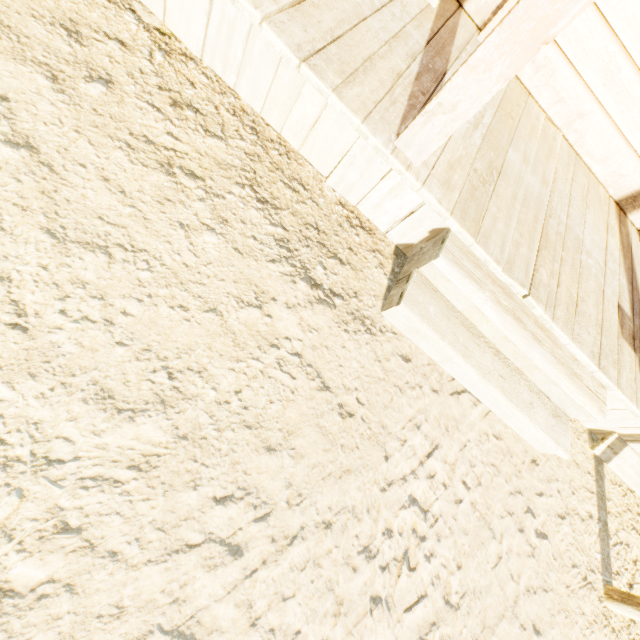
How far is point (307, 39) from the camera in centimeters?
154cm
